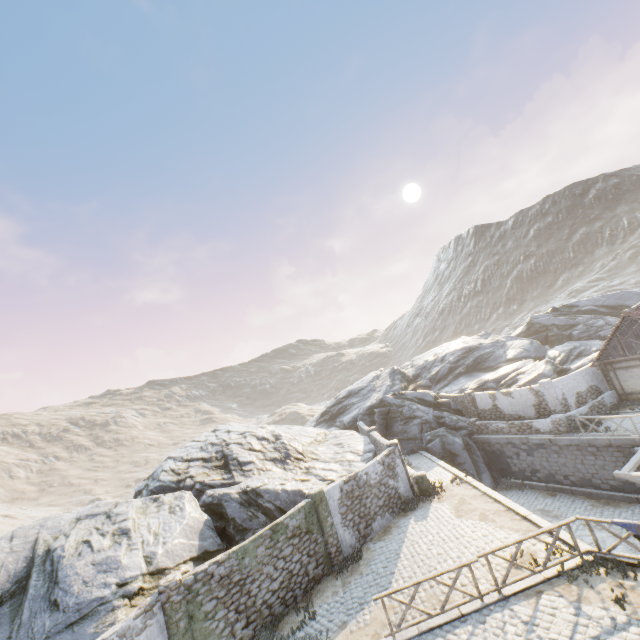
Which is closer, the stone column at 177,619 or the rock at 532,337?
the stone column at 177,619

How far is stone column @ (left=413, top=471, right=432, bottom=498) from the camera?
17.7 meters

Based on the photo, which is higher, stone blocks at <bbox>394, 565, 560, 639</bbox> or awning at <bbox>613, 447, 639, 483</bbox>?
stone blocks at <bbox>394, 565, 560, 639</bbox>

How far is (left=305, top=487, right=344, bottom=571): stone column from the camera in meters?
13.9 m

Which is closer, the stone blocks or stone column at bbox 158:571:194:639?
the stone blocks

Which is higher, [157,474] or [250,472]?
[157,474]

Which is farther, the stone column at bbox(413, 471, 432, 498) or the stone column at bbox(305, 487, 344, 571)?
the stone column at bbox(413, 471, 432, 498)

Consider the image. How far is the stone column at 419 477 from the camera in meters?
17.7
